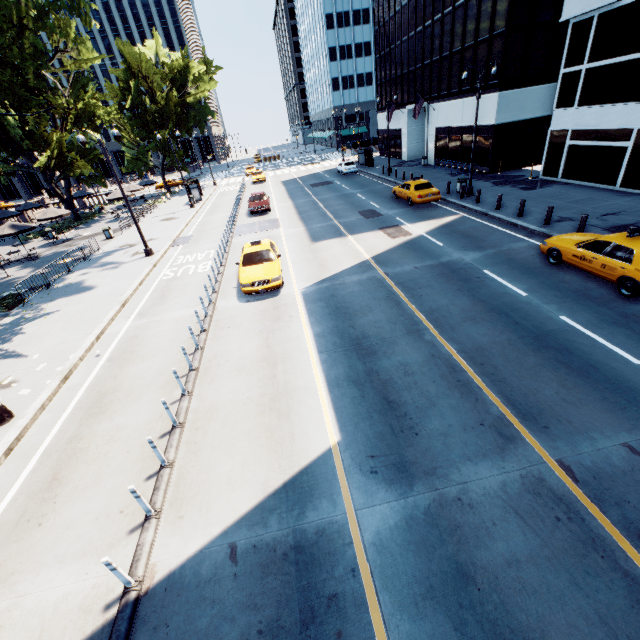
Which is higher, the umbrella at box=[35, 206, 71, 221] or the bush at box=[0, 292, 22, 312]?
the umbrella at box=[35, 206, 71, 221]

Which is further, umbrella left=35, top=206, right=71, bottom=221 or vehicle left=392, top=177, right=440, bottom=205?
umbrella left=35, top=206, right=71, bottom=221

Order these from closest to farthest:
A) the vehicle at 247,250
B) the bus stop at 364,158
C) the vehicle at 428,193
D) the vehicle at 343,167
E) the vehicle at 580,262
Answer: the vehicle at 580,262 → the vehicle at 247,250 → the vehicle at 428,193 → the vehicle at 343,167 → the bus stop at 364,158

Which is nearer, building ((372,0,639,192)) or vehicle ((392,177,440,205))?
building ((372,0,639,192))

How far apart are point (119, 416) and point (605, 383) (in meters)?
12.18

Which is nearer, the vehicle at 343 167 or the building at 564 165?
the building at 564 165

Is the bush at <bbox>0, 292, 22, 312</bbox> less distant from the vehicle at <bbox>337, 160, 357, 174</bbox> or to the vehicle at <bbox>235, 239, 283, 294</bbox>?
the vehicle at <bbox>235, 239, 283, 294</bbox>

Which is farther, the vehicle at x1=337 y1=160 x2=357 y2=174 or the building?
the vehicle at x1=337 y1=160 x2=357 y2=174
